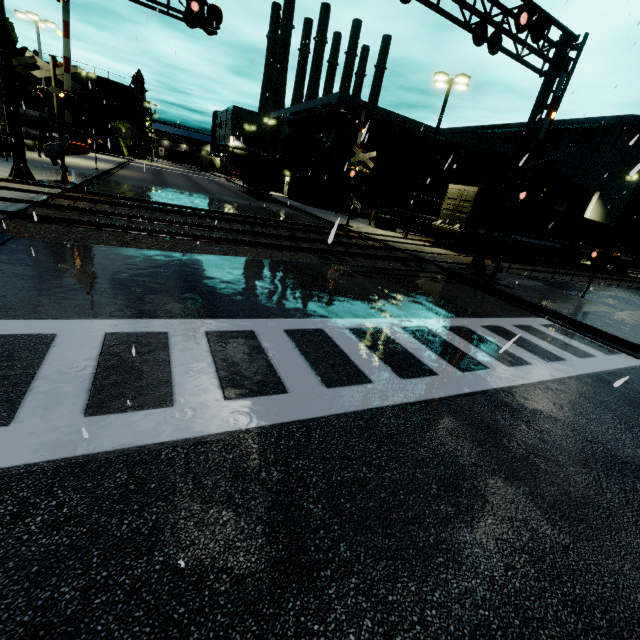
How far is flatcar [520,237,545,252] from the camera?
24.4 meters

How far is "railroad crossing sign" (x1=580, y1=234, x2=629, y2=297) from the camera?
13.37m

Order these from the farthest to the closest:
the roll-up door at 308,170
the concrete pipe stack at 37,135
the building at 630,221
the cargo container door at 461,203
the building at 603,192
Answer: the building at 630,221
the roll-up door at 308,170
the building at 603,192
the concrete pipe stack at 37,135
the cargo container door at 461,203

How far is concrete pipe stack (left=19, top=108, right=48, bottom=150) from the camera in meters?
33.5 m

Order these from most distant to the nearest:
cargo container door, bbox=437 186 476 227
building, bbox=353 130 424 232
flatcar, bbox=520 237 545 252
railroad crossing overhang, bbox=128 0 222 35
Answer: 1. building, bbox=353 130 424 232
2. flatcar, bbox=520 237 545 252
3. cargo container door, bbox=437 186 476 227
4. railroad crossing overhang, bbox=128 0 222 35

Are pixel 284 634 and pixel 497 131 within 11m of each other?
no

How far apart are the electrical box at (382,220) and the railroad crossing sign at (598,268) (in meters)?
13.98

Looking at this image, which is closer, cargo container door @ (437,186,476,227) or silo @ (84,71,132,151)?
cargo container door @ (437,186,476,227)
